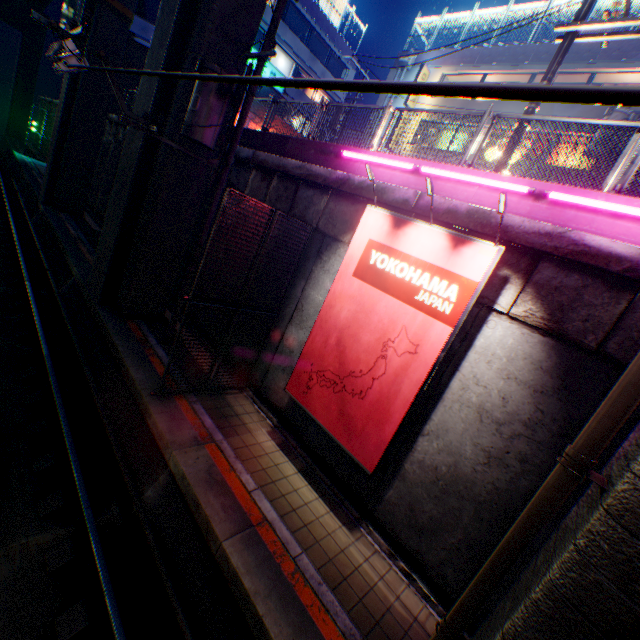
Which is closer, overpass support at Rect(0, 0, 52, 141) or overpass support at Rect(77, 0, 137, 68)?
overpass support at Rect(77, 0, 137, 68)

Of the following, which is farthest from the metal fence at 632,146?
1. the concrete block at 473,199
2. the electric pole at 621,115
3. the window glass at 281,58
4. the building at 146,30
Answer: the window glass at 281,58

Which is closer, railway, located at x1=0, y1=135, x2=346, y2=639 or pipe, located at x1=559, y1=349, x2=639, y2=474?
pipe, located at x1=559, y1=349, x2=639, y2=474

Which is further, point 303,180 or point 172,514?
point 303,180

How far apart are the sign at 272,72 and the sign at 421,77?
12.3m

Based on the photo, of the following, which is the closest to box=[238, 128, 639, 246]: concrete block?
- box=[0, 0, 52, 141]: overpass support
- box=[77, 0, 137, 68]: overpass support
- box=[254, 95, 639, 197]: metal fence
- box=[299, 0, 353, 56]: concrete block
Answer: box=[254, 95, 639, 197]: metal fence

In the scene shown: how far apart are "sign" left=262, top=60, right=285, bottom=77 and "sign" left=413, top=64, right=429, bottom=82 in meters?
12.3

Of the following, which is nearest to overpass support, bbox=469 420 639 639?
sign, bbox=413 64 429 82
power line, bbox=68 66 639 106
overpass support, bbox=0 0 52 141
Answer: power line, bbox=68 66 639 106
